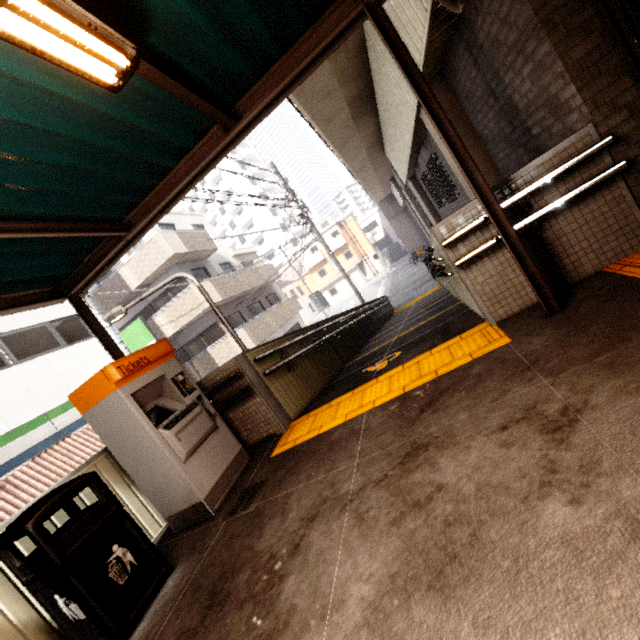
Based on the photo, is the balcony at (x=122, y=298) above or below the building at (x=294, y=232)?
below

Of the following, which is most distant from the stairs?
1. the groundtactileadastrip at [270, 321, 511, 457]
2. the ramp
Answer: the groundtactileadastrip at [270, 321, 511, 457]

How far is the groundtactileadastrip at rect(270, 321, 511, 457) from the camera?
3.1m

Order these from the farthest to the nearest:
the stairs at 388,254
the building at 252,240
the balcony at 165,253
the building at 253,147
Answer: the building at 252,240 → the building at 253,147 → the stairs at 388,254 → the balcony at 165,253

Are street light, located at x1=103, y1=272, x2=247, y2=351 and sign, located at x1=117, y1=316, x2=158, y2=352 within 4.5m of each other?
no

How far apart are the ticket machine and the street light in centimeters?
144cm

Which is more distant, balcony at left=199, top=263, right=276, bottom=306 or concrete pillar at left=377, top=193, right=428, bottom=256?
concrete pillar at left=377, top=193, right=428, bottom=256

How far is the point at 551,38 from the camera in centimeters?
264cm
